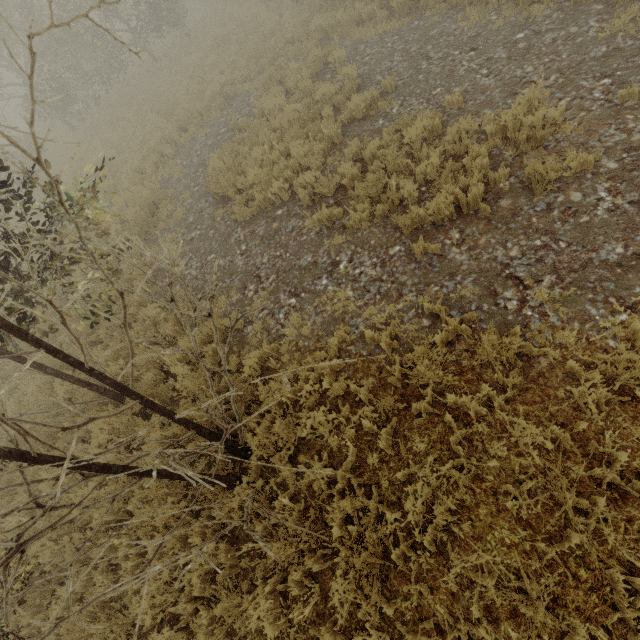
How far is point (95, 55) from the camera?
22.78m
